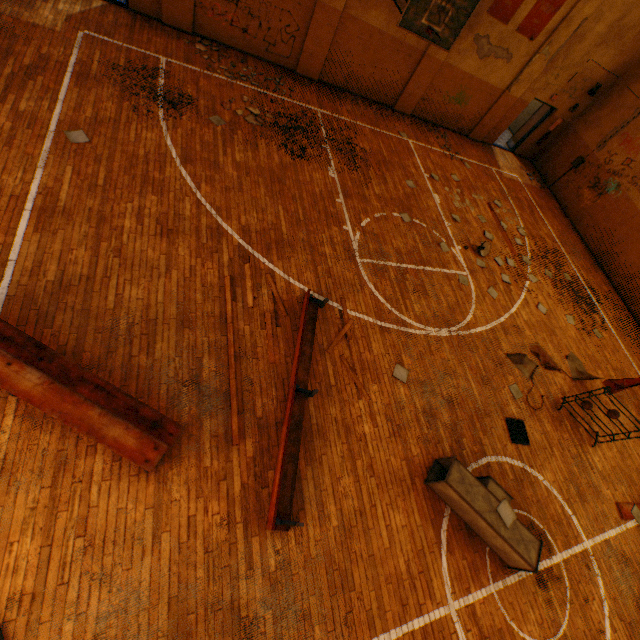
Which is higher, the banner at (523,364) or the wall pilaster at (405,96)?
the wall pilaster at (405,96)

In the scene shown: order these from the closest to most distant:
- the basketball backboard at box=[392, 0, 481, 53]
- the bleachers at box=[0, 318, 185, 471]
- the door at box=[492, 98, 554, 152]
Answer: the bleachers at box=[0, 318, 185, 471] → the basketball backboard at box=[392, 0, 481, 53] → the door at box=[492, 98, 554, 152]

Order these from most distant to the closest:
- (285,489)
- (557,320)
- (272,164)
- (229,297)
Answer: (557,320) → (272,164) → (229,297) → (285,489)

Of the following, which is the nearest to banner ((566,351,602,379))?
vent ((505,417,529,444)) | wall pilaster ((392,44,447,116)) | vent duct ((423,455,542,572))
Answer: vent ((505,417,529,444))

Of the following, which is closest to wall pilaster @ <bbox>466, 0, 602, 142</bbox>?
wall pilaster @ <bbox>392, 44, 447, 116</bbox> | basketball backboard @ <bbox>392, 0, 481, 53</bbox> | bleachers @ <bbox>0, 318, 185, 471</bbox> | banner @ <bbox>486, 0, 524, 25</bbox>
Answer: banner @ <bbox>486, 0, 524, 25</bbox>

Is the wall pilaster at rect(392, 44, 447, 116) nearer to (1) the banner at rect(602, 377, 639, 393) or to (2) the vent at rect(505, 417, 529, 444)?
(1) the banner at rect(602, 377, 639, 393)

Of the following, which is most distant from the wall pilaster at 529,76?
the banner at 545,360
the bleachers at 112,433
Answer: the bleachers at 112,433

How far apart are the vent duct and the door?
15.0m
